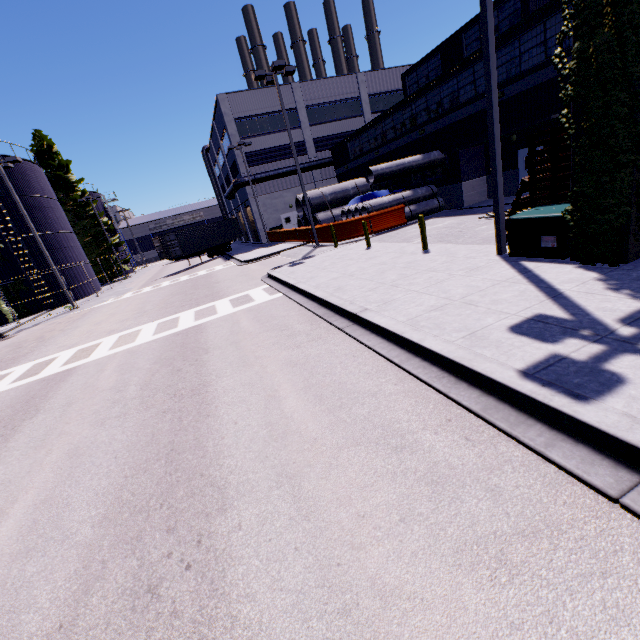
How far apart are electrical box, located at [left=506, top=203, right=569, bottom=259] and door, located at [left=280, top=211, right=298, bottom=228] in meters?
19.5 m

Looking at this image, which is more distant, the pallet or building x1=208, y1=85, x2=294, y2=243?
building x1=208, y1=85, x2=294, y2=243

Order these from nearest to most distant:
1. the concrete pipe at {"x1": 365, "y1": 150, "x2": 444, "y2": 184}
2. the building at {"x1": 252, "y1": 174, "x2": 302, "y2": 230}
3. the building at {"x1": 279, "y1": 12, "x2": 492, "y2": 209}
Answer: the building at {"x1": 279, "y1": 12, "x2": 492, "y2": 209} → the concrete pipe at {"x1": 365, "y1": 150, "x2": 444, "y2": 184} → the building at {"x1": 252, "y1": 174, "x2": 302, "y2": 230}

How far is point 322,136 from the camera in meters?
36.7 m

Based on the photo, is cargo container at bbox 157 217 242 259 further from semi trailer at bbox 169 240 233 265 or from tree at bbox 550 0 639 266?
tree at bbox 550 0 639 266

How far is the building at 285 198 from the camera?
35.8 meters

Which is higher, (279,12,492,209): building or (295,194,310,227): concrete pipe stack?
(279,12,492,209): building

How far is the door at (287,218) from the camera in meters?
37.4 m
